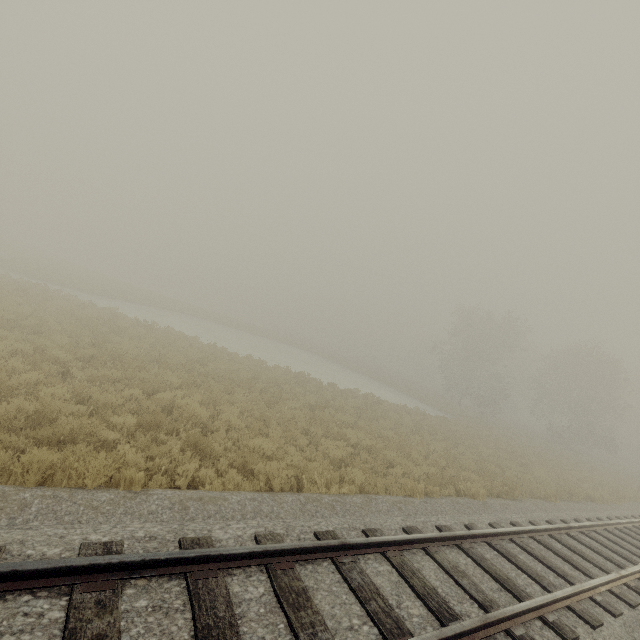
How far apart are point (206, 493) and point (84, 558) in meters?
2.5 m
